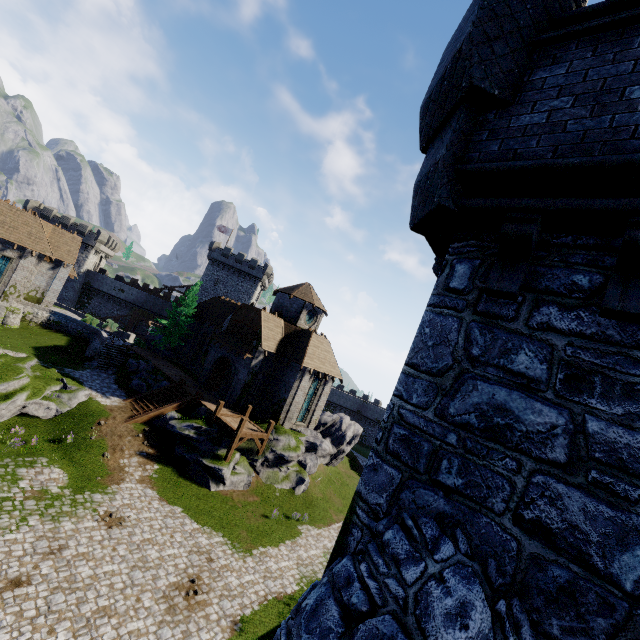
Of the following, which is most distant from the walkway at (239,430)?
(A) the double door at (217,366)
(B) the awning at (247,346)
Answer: (B) the awning at (247,346)

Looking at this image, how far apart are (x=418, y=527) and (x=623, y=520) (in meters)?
1.65

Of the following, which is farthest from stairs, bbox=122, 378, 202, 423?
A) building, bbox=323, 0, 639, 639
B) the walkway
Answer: building, bbox=323, 0, 639, 639

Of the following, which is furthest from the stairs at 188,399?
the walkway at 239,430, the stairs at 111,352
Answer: the stairs at 111,352

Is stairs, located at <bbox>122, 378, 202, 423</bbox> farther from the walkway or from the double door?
the walkway

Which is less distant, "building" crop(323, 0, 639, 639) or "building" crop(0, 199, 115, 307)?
"building" crop(323, 0, 639, 639)

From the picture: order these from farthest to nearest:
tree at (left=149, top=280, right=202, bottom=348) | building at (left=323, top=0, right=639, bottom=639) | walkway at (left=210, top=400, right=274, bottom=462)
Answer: tree at (left=149, top=280, right=202, bottom=348), walkway at (left=210, top=400, right=274, bottom=462), building at (left=323, top=0, right=639, bottom=639)

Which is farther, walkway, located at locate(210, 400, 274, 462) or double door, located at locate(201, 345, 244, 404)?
double door, located at locate(201, 345, 244, 404)
